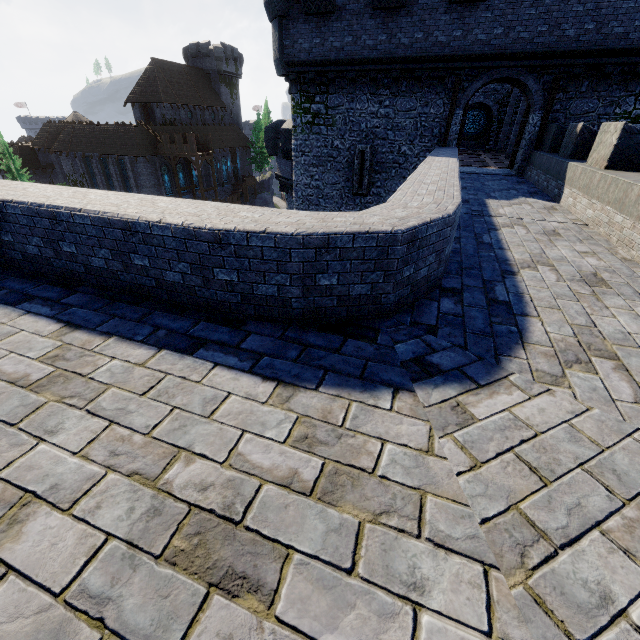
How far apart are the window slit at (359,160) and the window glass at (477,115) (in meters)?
19.61

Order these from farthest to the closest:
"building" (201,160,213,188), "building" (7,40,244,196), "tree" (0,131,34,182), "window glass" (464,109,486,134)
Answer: "building" (201,160,213,188) → "tree" (0,131,34,182) → "building" (7,40,244,196) → "window glass" (464,109,486,134)

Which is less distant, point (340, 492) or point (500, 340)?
point (340, 492)

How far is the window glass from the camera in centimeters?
2903cm

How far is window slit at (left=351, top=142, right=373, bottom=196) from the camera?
16.2 meters

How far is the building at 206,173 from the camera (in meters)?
51.03

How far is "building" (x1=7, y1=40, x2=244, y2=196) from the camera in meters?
41.7 m

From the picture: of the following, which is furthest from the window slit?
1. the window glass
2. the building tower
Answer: the window glass
